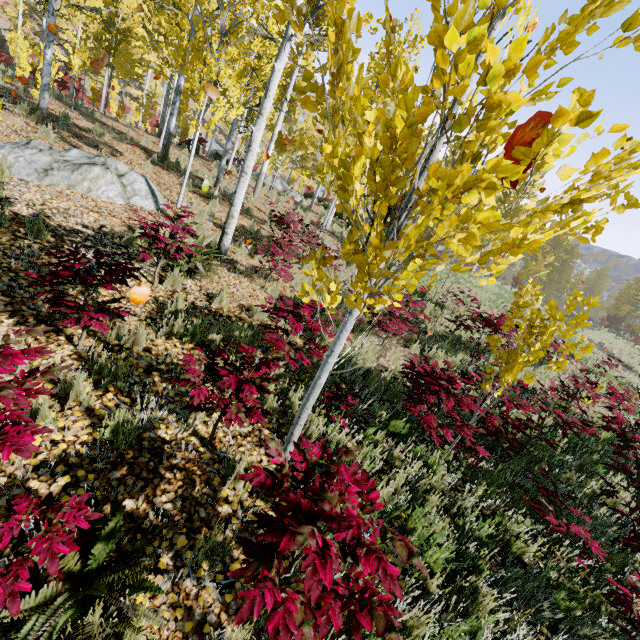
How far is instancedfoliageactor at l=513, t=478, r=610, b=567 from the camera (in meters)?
3.31

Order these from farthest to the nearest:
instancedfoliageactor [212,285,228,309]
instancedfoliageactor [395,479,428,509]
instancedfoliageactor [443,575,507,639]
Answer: instancedfoliageactor [212,285,228,309]
instancedfoliageactor [395,479,428,509]
instancedfoliageactor [443,575,507,639]

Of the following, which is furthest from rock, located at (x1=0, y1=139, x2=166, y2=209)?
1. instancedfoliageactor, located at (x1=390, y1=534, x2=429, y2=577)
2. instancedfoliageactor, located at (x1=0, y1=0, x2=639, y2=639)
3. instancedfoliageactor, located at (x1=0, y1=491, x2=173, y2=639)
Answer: instancedfoliageactor, located at (x1=390, y1=534, x2=429, y2=577)

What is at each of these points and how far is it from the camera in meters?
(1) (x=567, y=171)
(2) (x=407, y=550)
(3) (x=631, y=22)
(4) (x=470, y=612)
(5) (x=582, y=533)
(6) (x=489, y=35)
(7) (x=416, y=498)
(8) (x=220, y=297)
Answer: (1) instancedfoliageactor, 1.2
(2) instancedfoliageactor, 1.5
(3) instancedfoliageactor, 1.3
(4) instancedfoliageactor, 2.6
(5) instancedfoliageactor, 3.3
(6) instancedfoliageactor, 1.7
(7) instancedfoliageactor, 3.5
(8) instancedfoliageactor, 5.4

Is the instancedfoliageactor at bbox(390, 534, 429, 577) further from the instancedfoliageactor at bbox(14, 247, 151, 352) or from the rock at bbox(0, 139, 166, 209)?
the rock at bbox(0, 139, 166, 209)

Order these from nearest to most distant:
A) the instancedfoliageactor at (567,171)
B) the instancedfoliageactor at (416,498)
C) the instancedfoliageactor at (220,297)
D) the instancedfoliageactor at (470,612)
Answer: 1. the instancedfoliageactor at (567,171)
2. the instancedfoliageactor at (470,612)
3. the instancedfoliageactor at (416,498)
4. the instancedfoliageactor at (220,297)

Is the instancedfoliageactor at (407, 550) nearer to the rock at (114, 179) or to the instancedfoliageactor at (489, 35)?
the instancedfoliageactor at (489, 35)

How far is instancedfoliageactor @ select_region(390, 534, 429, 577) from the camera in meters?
1.5
